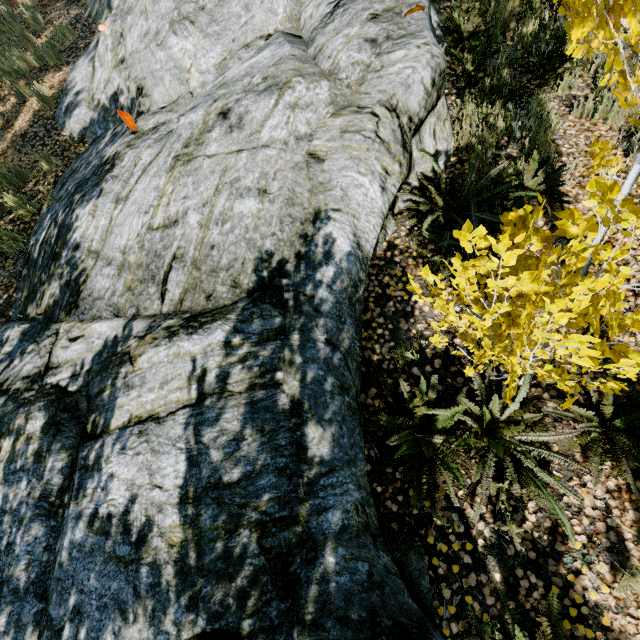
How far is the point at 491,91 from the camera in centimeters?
470cm

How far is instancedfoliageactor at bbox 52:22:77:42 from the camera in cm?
727

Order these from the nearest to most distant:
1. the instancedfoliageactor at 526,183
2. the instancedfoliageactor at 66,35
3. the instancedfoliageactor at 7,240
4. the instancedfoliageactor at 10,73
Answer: the instancedfoliageactor at 526,183
the instancedfoliageactor at 7,240
the instancedfoliageactor at 10,73
the instancedfoliageactor at 66,35

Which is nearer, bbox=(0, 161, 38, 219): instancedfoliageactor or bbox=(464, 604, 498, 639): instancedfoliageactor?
bbox=(464, 604, 498, 639): instancedfoliageactor

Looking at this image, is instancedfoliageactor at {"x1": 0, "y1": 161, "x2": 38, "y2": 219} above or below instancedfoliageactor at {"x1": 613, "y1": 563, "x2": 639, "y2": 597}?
above

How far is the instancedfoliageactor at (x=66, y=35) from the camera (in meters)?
7.27

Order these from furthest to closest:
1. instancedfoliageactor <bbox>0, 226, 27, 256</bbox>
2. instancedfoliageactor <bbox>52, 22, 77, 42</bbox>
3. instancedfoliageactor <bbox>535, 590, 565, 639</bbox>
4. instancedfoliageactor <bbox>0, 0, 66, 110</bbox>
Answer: instancedfoliageactor <bbox>52, 22, 77, 42</bbox>
instancedfoliageactor <bbox>0, 0, 66, 110</bbox>
instancedfoliageactor <bbox>0, 226, 27, 256</bbox>
instancedfoliageactor <bbox>535, 590, 565, 639</bbox>
